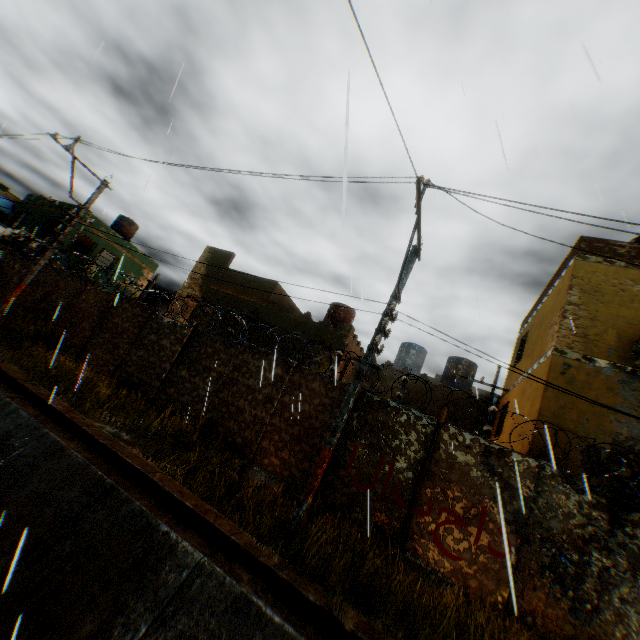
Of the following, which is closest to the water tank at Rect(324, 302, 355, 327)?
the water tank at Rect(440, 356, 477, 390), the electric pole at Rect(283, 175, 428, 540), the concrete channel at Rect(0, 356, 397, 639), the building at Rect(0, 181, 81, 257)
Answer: the water tank at Rect(440, 356, 477, 390)

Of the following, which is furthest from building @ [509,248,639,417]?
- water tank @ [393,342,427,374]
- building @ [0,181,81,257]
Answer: water tank @ [393,342,427,374]

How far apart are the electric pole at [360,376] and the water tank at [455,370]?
11.60m

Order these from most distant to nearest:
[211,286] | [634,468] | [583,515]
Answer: [211,286], [634,468], [583,515]

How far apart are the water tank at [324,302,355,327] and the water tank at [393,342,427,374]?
3.32m

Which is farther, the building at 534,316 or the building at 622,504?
the building at 534,316

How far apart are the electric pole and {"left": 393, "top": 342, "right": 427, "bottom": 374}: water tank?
11.5 meters

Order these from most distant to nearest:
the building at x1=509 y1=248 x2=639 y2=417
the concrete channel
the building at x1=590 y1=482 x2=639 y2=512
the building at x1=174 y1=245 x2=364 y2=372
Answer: the building at x1=174 y1=245 x2=364 y2=372
the building at x1=509 y1=248 x2=639 y2=417
the building at x1=590 y1=482 x2=639 y2=512
the concrete channel
